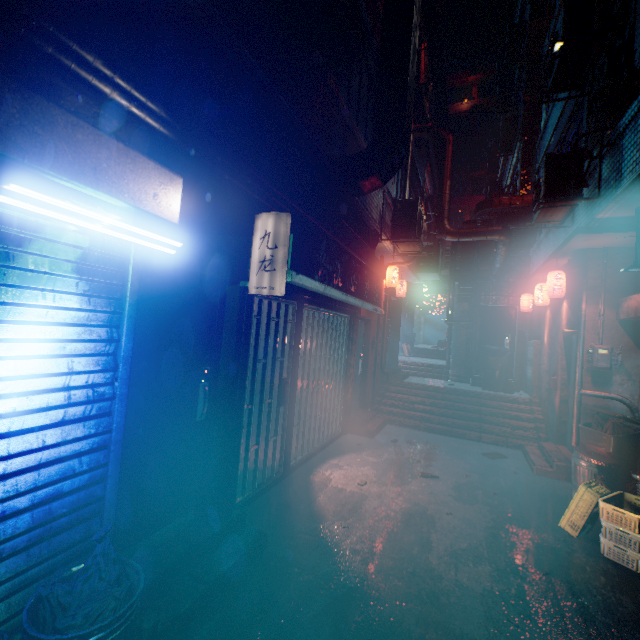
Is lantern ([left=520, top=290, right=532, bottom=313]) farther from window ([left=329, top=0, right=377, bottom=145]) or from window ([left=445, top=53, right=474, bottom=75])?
window ([left=445, top=53, right=474, bottom=75])

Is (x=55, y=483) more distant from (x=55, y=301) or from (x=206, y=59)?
(x=206, y=59)

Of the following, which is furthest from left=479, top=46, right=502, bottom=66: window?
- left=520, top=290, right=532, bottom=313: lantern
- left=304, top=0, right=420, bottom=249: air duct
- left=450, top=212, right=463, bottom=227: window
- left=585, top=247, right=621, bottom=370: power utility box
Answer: left=585, top=247, right=621, bottom=370: power utility box

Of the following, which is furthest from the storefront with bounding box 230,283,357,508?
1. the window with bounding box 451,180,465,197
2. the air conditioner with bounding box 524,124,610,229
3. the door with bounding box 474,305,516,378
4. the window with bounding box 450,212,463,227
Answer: the window with bounding box 451,180,465,197

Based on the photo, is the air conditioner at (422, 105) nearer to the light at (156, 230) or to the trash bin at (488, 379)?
the light at (156, 230)

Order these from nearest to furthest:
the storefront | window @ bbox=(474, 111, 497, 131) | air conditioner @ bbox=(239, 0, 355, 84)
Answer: air conditioner @ bbox=(239, 0, 355, 84)
the storefront
window @ bbox=(474, 111, 497, 131)

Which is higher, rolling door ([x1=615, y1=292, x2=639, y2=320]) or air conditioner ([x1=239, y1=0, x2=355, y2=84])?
air conditioner ([x1=239, y1=0, x2=355, y2=84])

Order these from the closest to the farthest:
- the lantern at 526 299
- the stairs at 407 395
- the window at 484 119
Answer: the stairs at 407 395
the lantern at 526 299
the window at 484 119
